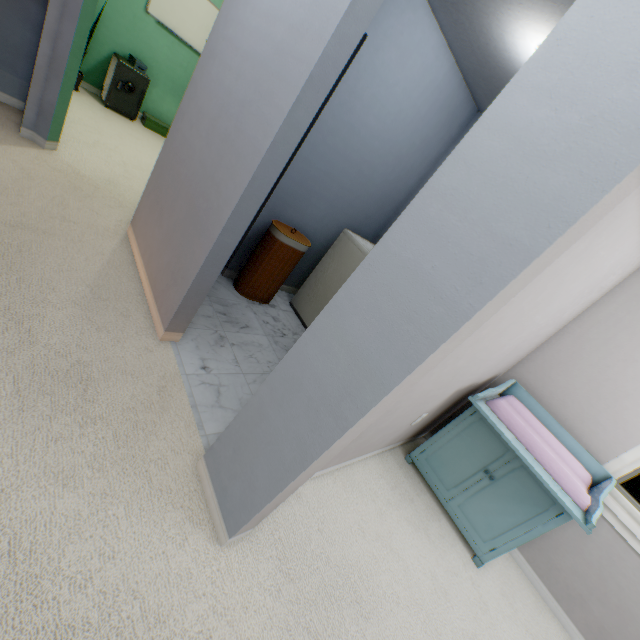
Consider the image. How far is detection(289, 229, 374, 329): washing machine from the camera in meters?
2.9 m

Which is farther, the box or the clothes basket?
the box

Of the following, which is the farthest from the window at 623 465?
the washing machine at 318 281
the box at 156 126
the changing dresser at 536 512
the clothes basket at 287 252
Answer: the box at 156 126

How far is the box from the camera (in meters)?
4.82

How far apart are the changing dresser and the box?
5.6m

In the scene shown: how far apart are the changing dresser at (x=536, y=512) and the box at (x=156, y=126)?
5.6 meters

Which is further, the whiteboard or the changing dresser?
the whiteboard

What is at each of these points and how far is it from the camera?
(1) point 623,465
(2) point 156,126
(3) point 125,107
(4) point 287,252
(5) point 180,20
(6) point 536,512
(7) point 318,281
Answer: (1) window, 2.2m
(2) box, 4.9m
(3) safe, 4.5m
(4) clothes basket, 2.8m
(5) whiteboard, 4.4m
(6) changing dresser, 2.0m
(7) washing machine, 3.2m
